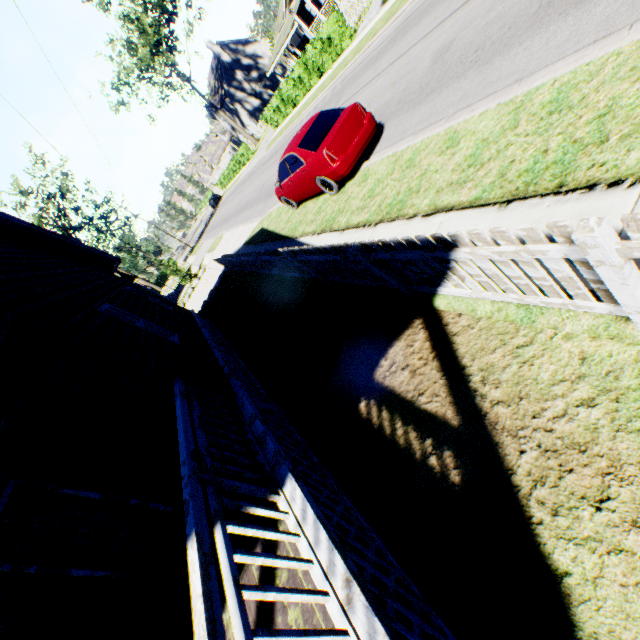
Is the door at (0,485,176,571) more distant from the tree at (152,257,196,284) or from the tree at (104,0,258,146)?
the tree at (104,0,258,146)

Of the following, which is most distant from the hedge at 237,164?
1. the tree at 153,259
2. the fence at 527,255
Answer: the fence at 527,255

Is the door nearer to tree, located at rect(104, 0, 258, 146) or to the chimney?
tree, located at rect(104, 0, 258, 146)

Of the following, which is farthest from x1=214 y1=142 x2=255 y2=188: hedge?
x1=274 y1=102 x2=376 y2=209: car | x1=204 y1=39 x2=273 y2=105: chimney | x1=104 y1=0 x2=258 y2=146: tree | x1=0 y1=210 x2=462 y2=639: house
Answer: x1=274 y1=102 x2=376 y2=209: car

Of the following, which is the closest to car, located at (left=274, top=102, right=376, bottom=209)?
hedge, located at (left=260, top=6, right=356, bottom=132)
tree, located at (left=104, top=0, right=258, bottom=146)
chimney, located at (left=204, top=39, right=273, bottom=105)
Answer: hedge, located at (left=260, top=6, right=356, bottom=132)

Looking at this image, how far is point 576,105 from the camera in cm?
374

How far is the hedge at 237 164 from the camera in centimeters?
4079cm

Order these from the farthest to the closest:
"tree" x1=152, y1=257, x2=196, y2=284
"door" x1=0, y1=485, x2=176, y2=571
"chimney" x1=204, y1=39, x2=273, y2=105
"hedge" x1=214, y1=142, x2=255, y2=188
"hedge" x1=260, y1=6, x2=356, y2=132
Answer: "chimney" x1=204, y1=39, x2=273, y2=105 < "hedge" x1=214, y1=142, x2=255, y2=188 < "tree" x1=152, y1=257, x2=196, y2=284 < "hedge" x1=260, y1=6, x2=356, y2=132 < "door" x1=0, y1=485, x2=176, y2=571
